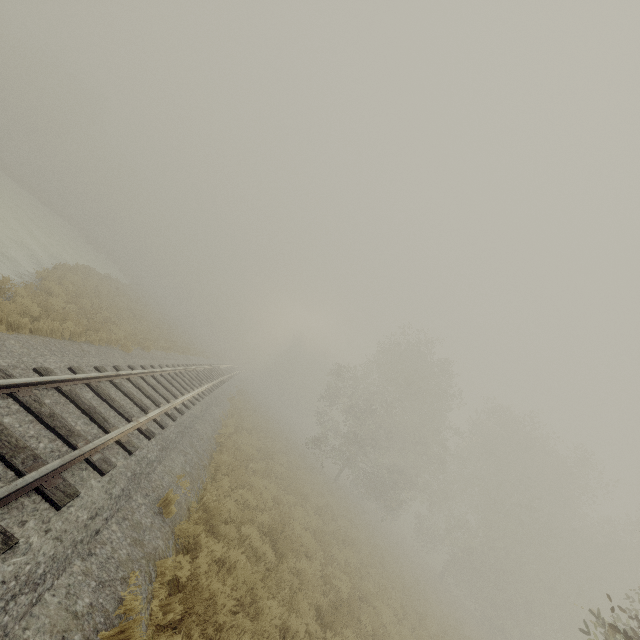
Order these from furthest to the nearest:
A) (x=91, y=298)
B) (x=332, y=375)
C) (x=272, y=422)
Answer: (x=272, y=422), (x=332, y=375), (x=91, y=298)
